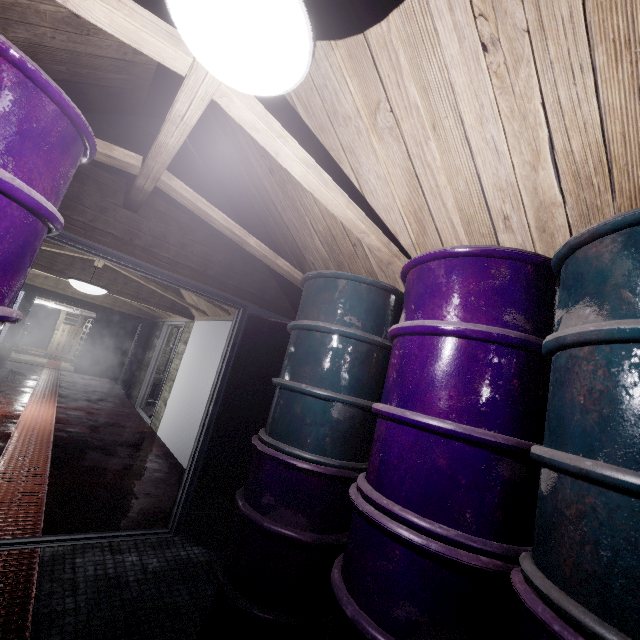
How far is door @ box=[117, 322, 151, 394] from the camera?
8.7 meters

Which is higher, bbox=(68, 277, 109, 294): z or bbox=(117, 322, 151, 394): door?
bbox=(68, 277, 109, 294): z

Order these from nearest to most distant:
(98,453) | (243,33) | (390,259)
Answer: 1. (243,33)
2. (390,259)
3. (98,453)

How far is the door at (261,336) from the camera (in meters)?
2.60

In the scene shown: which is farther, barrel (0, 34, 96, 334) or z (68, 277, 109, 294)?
z (68, 277, 109, 294)

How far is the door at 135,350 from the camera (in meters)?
8.72

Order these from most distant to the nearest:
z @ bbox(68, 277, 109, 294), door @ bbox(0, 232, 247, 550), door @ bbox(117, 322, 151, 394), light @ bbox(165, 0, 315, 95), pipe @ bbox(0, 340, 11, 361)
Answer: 1. door @ bbox(117, 322, 151, 394)
2. pipe @ bbox(0, 340, 11, 361)
3. z @ bbox(68, 277, 109, 294)
4. door @ bbox(0, 232, 247, 550)
5. light @ bbox(165, 0, 315, 95)

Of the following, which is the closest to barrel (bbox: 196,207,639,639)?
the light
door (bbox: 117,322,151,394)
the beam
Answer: the beam
